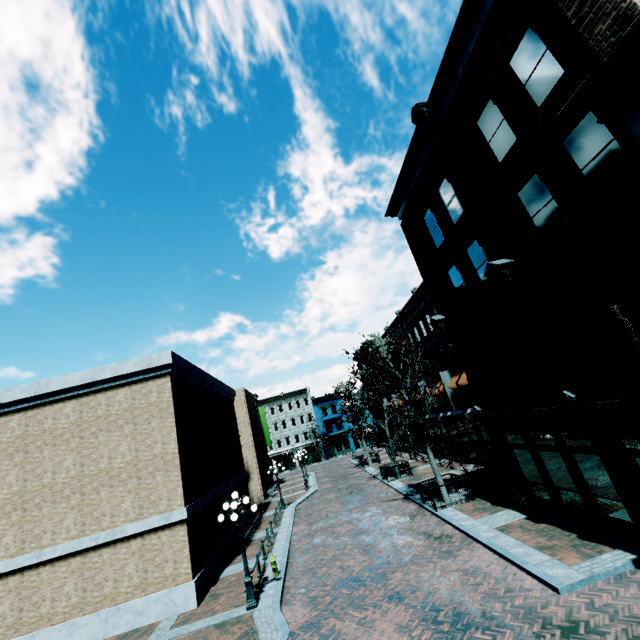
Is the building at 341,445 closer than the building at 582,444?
No

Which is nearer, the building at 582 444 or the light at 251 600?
the building at 582 444

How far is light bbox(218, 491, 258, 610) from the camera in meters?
11.1

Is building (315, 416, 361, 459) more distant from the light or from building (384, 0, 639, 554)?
the light

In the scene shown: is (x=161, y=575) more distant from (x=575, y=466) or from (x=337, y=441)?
(x=337, y=441)

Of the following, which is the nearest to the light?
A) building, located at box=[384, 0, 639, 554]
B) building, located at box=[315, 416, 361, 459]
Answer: building, located at box=[384, 0, 639, 554]

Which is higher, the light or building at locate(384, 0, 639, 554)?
building at locate(384, 0, 639, 554)
